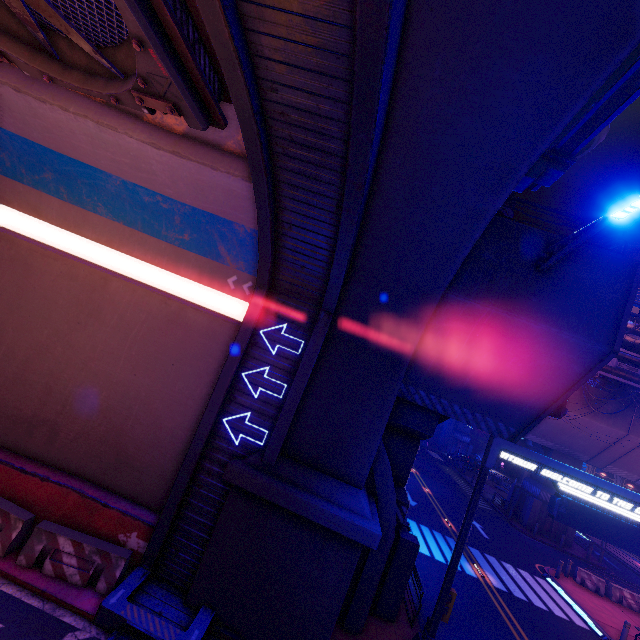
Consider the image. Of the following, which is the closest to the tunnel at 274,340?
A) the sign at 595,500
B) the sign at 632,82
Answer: the sign at 632,82

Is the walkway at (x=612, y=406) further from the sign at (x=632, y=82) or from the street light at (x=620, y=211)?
the sign at (x=632, y=82)

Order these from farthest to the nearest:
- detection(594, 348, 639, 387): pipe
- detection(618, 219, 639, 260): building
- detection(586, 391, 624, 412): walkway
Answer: detection(618, 219, 639, 260): building, detection(586, 391, 624, 412): walkway, detection(594, 348, 639, 387): pipe

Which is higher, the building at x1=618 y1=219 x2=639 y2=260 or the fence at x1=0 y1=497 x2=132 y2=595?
the building at x1=618 y1=219 x2=639 y2=260

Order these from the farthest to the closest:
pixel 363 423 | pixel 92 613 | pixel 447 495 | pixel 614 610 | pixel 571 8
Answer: pixel 447 495
pixel 614 610
pixel 363 423
pixel 92 613
pixel 571 8

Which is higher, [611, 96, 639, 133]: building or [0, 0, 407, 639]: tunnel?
[611, 96, 639, 133]: building

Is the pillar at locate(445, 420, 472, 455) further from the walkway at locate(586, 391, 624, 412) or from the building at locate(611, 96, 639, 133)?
the building at locate(611, 96, 639, 133)

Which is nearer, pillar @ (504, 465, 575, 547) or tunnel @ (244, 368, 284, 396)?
tunnel @ (244, 368, 284, 396)
